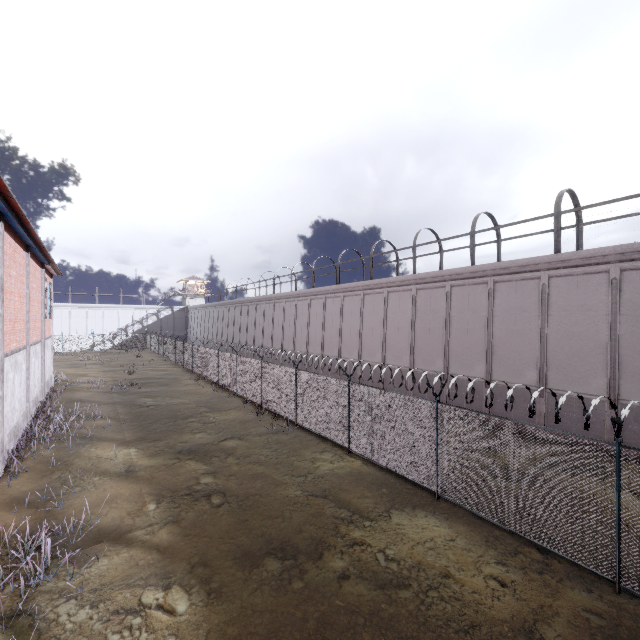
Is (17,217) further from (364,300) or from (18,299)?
(364,300)
